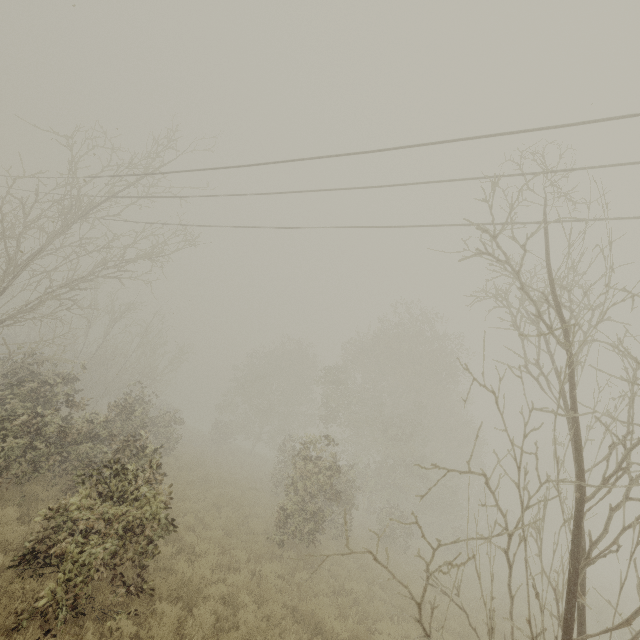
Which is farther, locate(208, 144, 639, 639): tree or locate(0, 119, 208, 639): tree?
locate(0, 119, 208, 639): tree

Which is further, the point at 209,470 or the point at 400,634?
the point at 209,470

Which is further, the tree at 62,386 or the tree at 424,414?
the tree at 62,386
